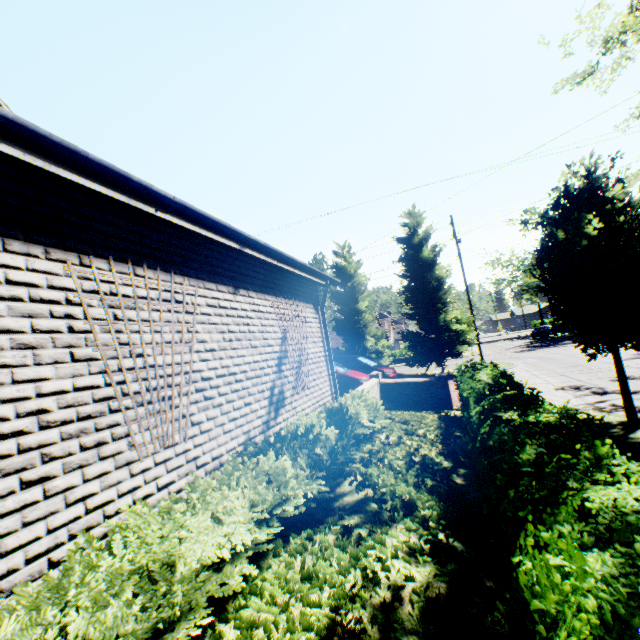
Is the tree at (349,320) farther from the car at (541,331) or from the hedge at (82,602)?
the car at (541,331)

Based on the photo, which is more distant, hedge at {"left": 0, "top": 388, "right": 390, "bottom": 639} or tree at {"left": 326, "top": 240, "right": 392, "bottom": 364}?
tree at {"left": 326, "top": 240, "right": 392, "bottom": 364}

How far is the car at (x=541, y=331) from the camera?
42.7m

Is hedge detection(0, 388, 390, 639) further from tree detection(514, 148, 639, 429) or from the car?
the car

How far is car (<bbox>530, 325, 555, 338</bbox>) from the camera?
42.7m

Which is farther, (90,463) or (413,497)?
(413,497)

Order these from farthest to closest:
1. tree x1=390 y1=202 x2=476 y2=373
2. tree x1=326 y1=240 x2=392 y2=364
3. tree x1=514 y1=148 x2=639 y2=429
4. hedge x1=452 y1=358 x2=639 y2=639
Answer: tree x1=326 y1=240 x2=392 y2=364 < tree x1=390 y1=202 x2=476 y2=373 < tree x1=514 y1=148 x2=639 y2=429 < hedge x1=452 y1=358 x2=639 y2=639
